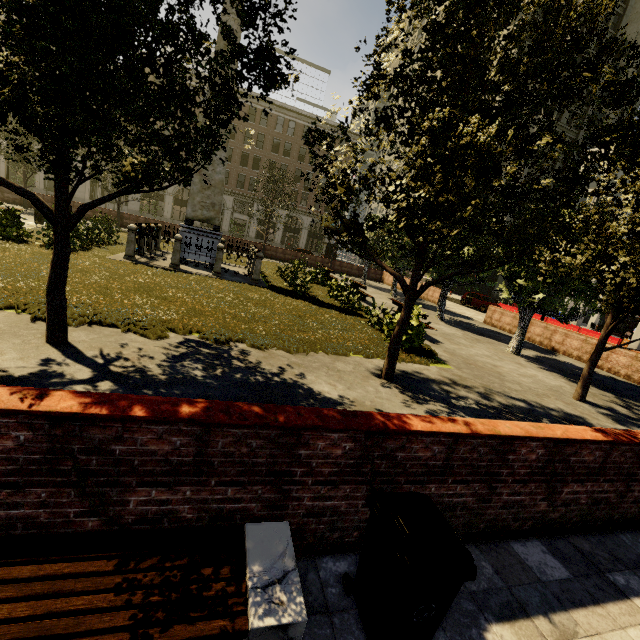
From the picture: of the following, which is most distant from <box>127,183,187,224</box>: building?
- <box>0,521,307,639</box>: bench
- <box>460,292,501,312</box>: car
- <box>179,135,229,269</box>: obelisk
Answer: <box>179,135,229,269</box>: obelisk

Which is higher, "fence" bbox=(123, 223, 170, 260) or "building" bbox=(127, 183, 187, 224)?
"building" bbox=(127, 183, 187, 224)

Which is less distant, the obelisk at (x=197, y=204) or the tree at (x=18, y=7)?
the tree at (x=18, y=7)

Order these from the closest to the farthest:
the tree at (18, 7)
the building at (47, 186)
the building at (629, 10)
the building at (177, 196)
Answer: the tree at (18, 7) < the building at (47, 186) < the building at (629, 10) < the building at (177, 196)

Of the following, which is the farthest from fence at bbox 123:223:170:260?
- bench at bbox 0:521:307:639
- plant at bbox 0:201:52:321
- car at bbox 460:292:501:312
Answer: car at bbox 460:292:501:312

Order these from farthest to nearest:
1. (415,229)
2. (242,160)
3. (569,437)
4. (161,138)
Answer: (242,160), (415,229), (161,138), (569,437)

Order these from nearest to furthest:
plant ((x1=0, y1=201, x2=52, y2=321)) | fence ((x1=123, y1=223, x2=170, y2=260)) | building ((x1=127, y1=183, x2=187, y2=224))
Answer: plant ((x1=0, y1=201, x2=52, y2=321)), fence ((x1=123, y1=223, x2=170, y2=260)), building ((x1=127, y1=183, x2=187, y2=224))

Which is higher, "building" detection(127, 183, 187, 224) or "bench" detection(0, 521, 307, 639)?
"building" detection(127, 183, 187, 224)
